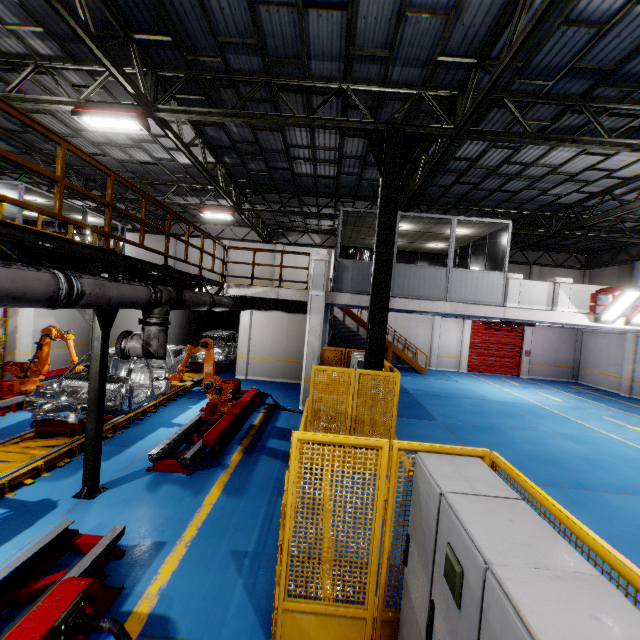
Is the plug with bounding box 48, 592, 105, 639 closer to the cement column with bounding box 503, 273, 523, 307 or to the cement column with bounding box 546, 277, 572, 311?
the cement column with bounding box 503, 273, 523, 307

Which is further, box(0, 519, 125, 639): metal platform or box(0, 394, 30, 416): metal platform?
box(0, 394, 30, 416): metal platform

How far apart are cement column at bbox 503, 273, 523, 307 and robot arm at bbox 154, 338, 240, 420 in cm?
891

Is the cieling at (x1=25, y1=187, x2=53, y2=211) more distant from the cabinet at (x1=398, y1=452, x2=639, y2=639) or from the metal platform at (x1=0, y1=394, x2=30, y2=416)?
the cabinet at (x1=398, y1=452, x2=639, y2=639)

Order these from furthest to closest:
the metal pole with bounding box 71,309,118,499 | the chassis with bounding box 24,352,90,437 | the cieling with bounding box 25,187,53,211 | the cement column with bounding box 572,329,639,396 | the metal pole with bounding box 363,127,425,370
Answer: the cement column with bounding box 572,329,639,396 < the cieling with bounding box 25,187,53,211 < the metal pole with bounding box 363,127,425,370 < the chassis with bounding box 24,352,90,437 < the metal pole with bounding box 71,309,118,499

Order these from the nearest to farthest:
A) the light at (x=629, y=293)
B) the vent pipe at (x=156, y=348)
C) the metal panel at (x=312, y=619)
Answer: the metal panel at (x=312, y=619) < the vent pipe at (x=156, y=348) < the light at (x=629, y=293)

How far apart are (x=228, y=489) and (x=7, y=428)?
6.1 meters

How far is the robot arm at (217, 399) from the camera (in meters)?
8.68
